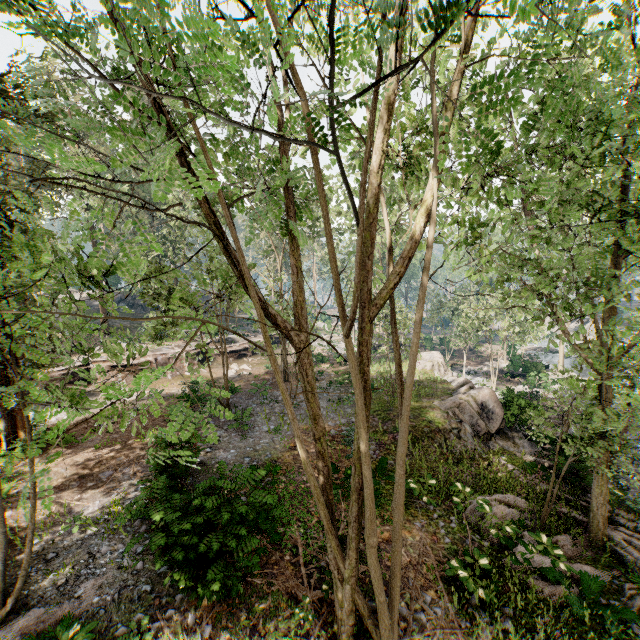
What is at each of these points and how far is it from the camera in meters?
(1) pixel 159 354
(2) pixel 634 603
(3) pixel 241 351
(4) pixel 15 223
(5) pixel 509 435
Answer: (1) ground embankment, 25.7
(2) foliage, 9.0
(3) ground embankment, 31.2
(4) foliage, 43.2
(5) rock, 18.3

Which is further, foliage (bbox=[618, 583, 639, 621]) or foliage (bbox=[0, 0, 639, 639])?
foliage (bbox=[618, 583, 639, 621])

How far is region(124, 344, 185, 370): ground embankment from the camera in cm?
2454

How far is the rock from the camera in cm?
1714

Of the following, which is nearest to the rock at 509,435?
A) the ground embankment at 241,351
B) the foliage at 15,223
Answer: the foliage at 15,223

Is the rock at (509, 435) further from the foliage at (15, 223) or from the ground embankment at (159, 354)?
the ground embankment at (159, 354)

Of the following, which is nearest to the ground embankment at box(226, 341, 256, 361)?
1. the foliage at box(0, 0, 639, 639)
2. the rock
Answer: the foliage at box(0, 0, 639, 639)

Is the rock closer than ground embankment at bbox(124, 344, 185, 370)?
Yes
